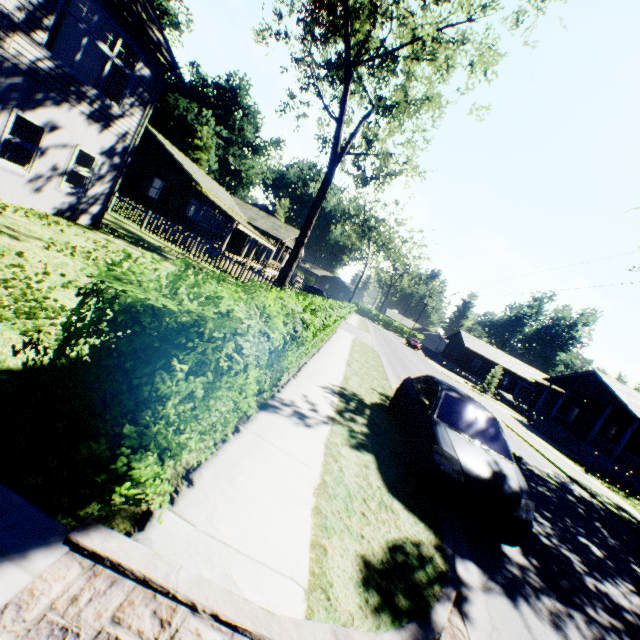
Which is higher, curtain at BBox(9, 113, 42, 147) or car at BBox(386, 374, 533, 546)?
curtain at BBox(9, 113, 42, 147)

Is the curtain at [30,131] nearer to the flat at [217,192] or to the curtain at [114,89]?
the curtain at [114,89]

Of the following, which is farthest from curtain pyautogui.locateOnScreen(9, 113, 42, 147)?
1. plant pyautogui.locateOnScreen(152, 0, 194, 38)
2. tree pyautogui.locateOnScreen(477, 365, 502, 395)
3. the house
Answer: tree pyautogui.locateOnScreen(477, 365, 502, 395)

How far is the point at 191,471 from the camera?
3.1m

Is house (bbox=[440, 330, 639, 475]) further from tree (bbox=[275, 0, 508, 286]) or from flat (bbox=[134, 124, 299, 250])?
flat (bbox=[134, 124, 299, 250])

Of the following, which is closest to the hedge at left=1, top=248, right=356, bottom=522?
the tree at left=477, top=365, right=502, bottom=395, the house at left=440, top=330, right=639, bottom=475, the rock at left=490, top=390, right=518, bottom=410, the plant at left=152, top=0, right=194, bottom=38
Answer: the house at left=440, top=330, right=639, bottom=475

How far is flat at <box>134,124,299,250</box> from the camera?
24.8m

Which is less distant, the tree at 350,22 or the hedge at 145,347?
the hedge at 145,347
